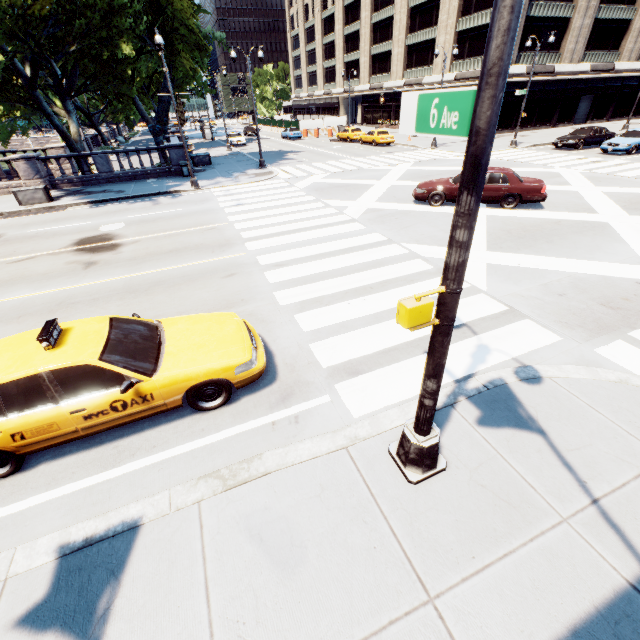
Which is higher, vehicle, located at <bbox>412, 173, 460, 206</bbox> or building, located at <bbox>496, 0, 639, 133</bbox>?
building, located at <bbox>496, 0, 639, 133</bbox>

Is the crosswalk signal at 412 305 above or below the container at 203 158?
above

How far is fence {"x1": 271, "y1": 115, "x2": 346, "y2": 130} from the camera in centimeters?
4831cm

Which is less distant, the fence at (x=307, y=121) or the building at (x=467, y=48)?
the building at (x=467, y=48)

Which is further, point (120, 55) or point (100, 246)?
point (120, 55)

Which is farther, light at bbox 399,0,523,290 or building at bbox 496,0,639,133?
building at bbox 496,0,639,133

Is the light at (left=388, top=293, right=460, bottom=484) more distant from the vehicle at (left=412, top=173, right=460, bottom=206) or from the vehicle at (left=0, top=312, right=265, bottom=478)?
the vehicle at (left=412, top=173, right=460, bottom=206)

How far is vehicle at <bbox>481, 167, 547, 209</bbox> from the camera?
13.1m
